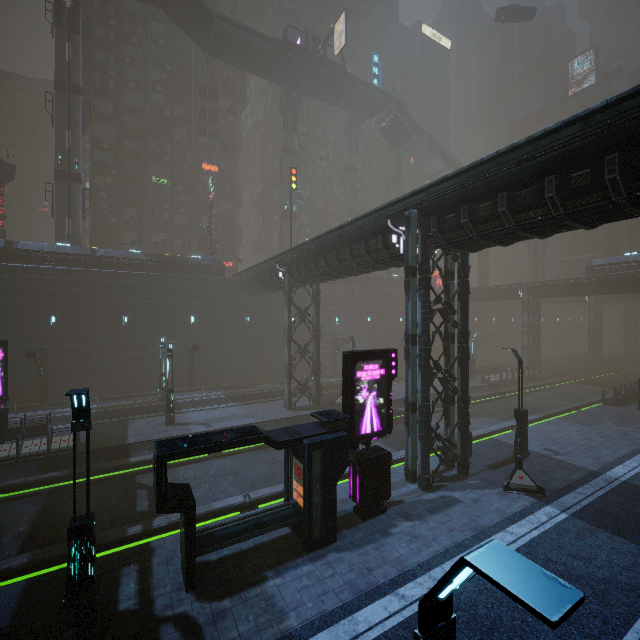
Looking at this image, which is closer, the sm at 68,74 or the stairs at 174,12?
the sm at 68,74

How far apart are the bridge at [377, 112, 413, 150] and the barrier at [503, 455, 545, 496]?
48.2 meters

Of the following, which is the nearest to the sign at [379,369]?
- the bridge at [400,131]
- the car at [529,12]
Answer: the car at [529,12]

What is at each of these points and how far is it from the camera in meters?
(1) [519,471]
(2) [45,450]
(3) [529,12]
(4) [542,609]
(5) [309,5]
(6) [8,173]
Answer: (1) barrier, 13.8
(2) building, 17.0
(3) car, 38.1
(4) street light, 1.7
(5) building, 53.9
(6) sign, 34.3

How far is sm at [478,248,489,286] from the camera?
54.0m

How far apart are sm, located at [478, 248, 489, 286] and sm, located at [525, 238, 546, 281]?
5.4m

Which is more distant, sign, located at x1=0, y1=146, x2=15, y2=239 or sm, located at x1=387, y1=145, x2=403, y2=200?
sm, located at x1=387, y1=145, x2=403, y2=200

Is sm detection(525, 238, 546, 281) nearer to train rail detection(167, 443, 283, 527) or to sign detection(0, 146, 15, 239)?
train rail detection(167, 443, 283, 527)
